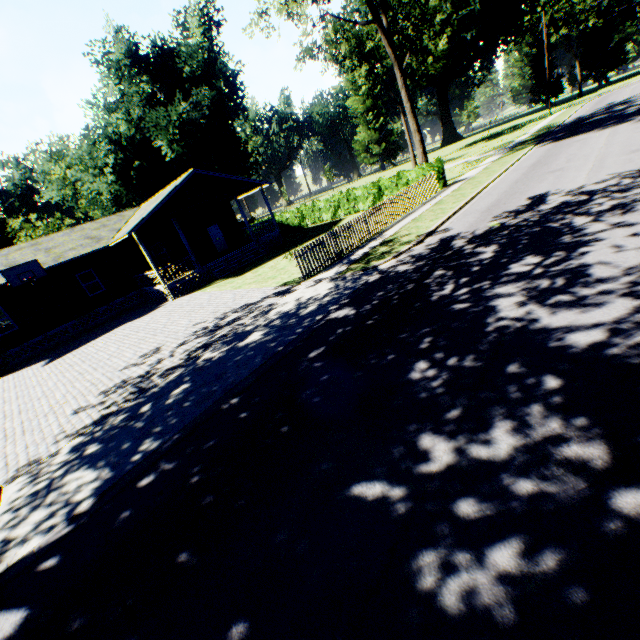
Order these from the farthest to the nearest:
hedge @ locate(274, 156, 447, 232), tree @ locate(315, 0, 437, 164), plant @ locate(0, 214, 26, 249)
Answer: plant @ locate(0, 214, 26, 249), hedge @ locate(274, 156, 447, 232), tree @ locate(315, 0, 437, 164)

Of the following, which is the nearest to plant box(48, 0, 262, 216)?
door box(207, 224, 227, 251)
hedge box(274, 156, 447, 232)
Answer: hedge box(274, 156, 447, 232)

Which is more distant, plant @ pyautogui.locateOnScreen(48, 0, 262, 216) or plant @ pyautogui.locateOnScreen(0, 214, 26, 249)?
plant @ pyautogui.locateOnScreen(0, 214, 26, 249)

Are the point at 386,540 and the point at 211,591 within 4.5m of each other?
yes

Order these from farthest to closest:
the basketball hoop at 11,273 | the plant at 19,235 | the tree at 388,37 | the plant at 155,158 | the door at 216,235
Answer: the plant at 19,235 → the plant at 155,158 → the door at 216,235 → the tree at 388,37 → the basketball hoop at 11,273

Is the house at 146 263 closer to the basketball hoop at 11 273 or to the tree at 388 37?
the basketball hoop at 11 273

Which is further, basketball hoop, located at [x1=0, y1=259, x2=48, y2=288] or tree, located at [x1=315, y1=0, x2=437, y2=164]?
tree, located at [x1=315, y1=0, x2=437, y2=164]

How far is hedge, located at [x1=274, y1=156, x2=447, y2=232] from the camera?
20.91m
